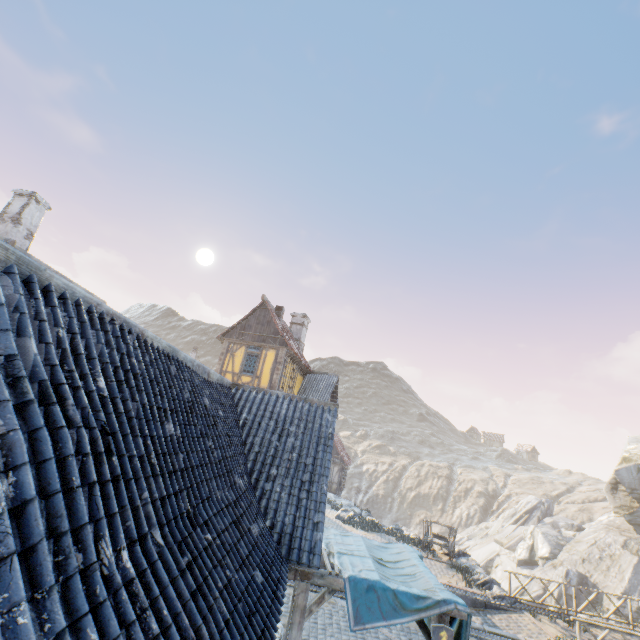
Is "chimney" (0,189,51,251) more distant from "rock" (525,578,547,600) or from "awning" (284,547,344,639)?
"rock" (525,578,547,600)

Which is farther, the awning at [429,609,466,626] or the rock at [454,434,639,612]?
the rock at [454,434,639,612]

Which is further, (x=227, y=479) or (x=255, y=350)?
(x=255, y=350)

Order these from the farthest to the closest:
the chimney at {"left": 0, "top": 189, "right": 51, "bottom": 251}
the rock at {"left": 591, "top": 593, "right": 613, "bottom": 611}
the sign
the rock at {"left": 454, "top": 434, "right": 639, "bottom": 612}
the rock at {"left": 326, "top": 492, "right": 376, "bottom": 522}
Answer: the rock at {"left": 454, "top": 434, "right": 639, "bottom": 612}
the rock at {"left": 591, "top": 593, "right": 613, "bottom": 611}
the rock at {"left": 326, "top": 492, "right": 376, "bottom": 522}
the chimney at {"left": 0, "top": 189, "right": 51, "bottom": 251}
the sign

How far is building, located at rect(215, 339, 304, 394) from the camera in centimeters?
1877cm

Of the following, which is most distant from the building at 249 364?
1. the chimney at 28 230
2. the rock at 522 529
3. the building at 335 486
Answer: the chimney at 28 230

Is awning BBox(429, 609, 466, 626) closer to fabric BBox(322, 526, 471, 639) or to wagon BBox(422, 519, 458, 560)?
fabric BBox(322, 526, 471, 639)

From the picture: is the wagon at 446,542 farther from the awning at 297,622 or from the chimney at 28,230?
the chimney at 28,230
